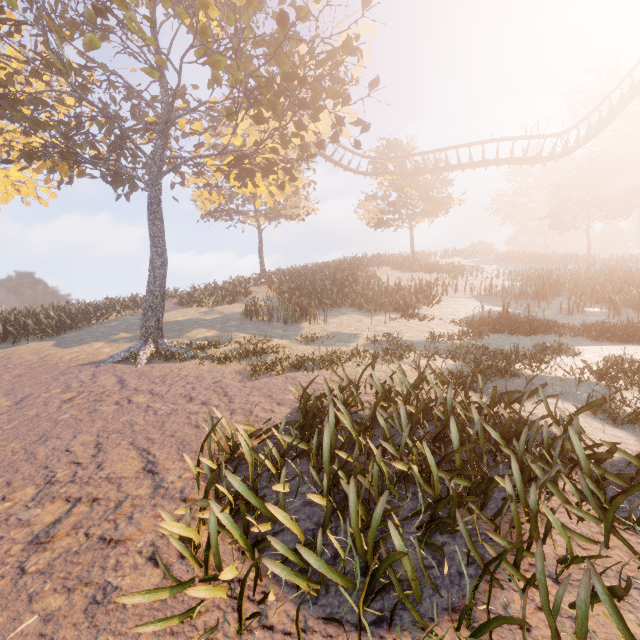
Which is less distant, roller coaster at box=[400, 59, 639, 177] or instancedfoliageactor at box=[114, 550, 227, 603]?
instancedfoliageactor at box=[114, 550, 227, 603]

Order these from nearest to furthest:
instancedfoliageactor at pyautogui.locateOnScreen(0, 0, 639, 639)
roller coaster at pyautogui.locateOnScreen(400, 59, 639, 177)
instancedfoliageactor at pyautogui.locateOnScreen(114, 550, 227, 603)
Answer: instancedfoliageactor at pyautogui.locateOnScreen(114, 550, 227, 603) → instancedfoliageactor at pyautogui.locateOnScreen(0, 0, 639, 639) → roller coaster at pyautogui.locateOnScreen(400, 59, 639, 177)

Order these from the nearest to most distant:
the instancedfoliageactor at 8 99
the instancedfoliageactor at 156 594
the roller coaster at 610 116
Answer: the instancedfoliageactor at 156 594 → the instancedfoliageactor at 8 99 → the roller coaster at 610 116

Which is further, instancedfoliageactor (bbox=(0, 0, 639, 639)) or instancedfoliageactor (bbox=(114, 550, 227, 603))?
instancedfoliageactor (bbox=(0, 0, 639, 639))

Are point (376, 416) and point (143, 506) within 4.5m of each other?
yes

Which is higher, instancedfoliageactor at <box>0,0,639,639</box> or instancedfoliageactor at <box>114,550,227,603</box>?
instancedfoliageactor at <box>0,0,639,639</box>

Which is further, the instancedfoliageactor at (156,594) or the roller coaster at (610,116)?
the roller coaster at (610,116)

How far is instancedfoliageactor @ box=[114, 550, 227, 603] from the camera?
2.2m
